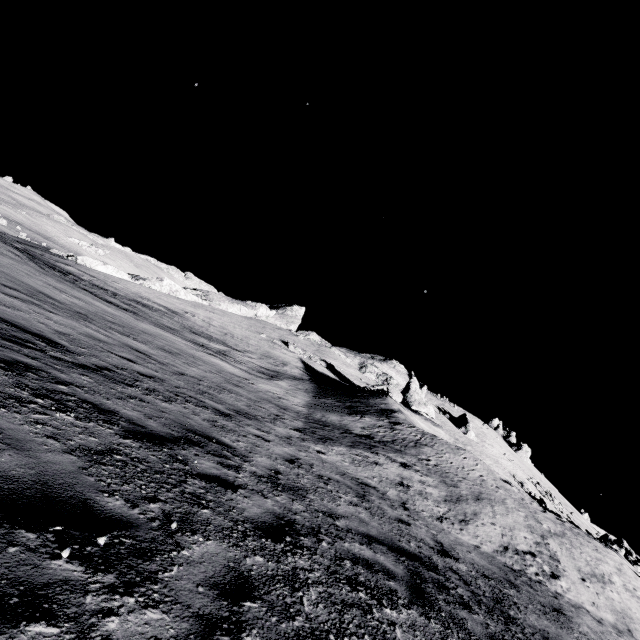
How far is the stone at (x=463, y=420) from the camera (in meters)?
48.38

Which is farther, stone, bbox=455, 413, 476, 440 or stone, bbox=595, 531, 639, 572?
stone, bbox=455, 413, 476, 440

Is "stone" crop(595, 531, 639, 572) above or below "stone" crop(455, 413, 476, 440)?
below

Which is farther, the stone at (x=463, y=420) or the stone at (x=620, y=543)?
the stone at (x=463, y=420)

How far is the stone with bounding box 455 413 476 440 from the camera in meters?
48.4

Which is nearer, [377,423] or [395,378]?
[377,423]
